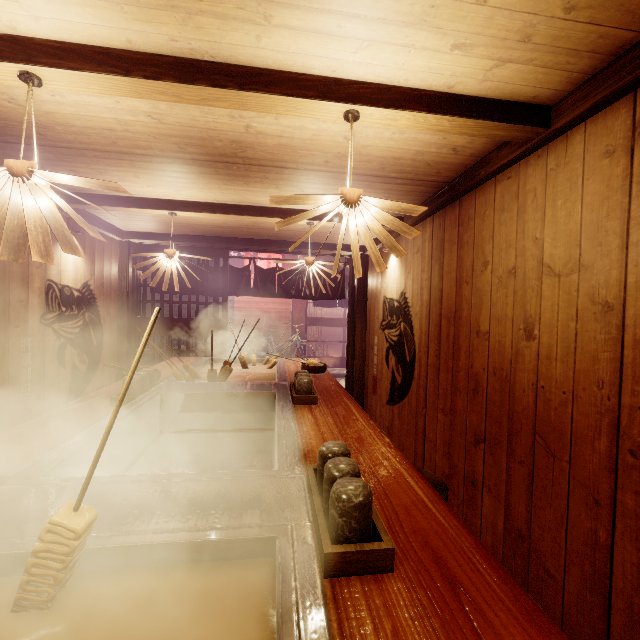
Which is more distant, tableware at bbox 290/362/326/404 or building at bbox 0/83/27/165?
tableware at bbox 290/362/326/404

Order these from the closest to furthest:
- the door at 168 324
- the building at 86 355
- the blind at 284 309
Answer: the building at 86 355 < the door at 168 324 < the blind at 284 309

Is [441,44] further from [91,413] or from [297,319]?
[297,319]

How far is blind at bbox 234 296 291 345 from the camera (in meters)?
18.55

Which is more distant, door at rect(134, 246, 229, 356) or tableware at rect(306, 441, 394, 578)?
door at rect(134, 246, 229, 356)

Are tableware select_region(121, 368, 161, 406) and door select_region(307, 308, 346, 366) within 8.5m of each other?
no

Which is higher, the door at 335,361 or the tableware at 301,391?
the tableware at 301,391

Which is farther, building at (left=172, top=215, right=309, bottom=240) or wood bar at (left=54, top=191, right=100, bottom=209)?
building at (left=172, top=215, right=309, bottom=240)
